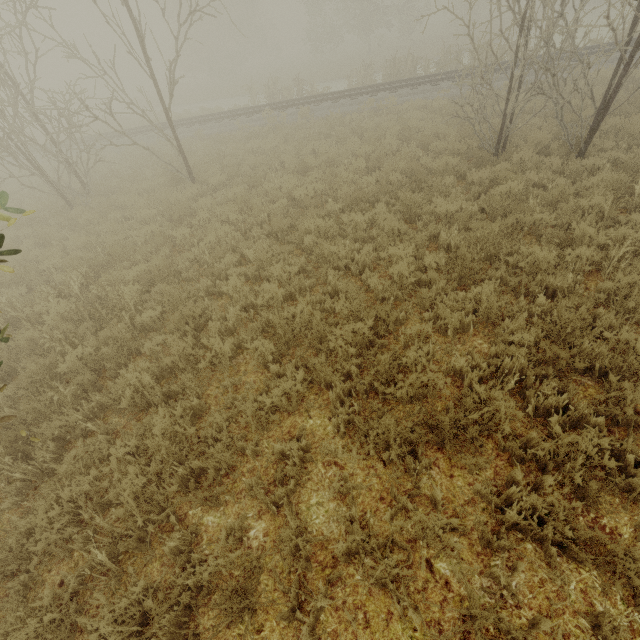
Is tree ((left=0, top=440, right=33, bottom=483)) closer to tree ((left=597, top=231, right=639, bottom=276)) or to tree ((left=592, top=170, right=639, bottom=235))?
tree ((left=597, top=231, right=639, bottom=276))

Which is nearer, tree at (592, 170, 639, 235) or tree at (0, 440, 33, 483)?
tree at (0, 440, 33, 483)

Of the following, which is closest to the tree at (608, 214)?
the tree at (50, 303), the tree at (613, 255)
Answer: the tree at (613, 255)

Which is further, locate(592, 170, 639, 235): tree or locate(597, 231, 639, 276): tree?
locate(592, 170, 639, 235): tree

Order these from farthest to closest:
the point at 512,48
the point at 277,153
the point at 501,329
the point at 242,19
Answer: the point at 242,19, the point at 512,48, the point at 277,153, the point at 501,329

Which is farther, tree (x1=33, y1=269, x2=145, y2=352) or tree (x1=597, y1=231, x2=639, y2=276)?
tree (x1=33, y1=269, x2=145, y2=352)

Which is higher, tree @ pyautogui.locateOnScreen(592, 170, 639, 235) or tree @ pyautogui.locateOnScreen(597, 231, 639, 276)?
tree @ pyautogui.locateOnScreen(592, 170, 639, 235)

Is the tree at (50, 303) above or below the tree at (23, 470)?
above
